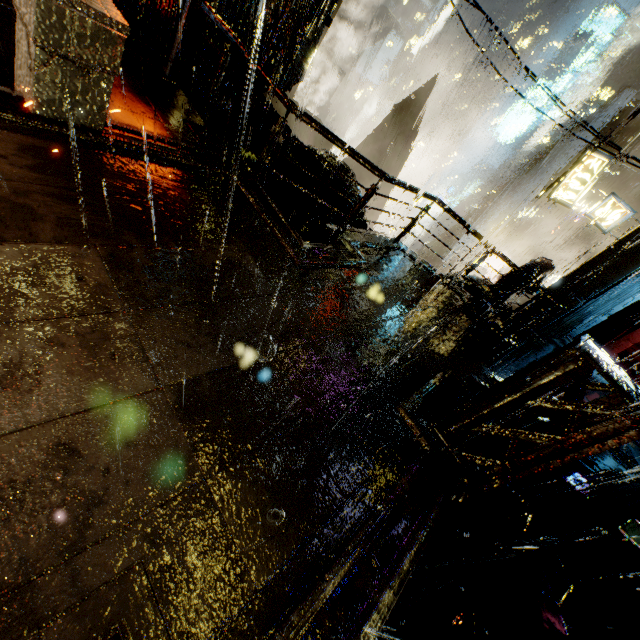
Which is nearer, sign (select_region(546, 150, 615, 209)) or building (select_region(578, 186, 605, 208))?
sign (select_region(546, 150, 615, 209))

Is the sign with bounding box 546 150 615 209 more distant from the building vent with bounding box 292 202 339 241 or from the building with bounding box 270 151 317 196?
the building vent with bounding box 292 202 339 241

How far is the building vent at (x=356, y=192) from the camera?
14.1m

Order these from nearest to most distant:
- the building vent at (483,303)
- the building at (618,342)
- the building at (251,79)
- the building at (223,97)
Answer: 1. the building at (251,79)
2. the building at (223,97)
3. the building at (618,342)
4. the building vent at (483,303)

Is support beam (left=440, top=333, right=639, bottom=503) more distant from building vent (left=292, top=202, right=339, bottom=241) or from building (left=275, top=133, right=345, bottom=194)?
building vent (left=292, top=202, right=339, bottom=241)

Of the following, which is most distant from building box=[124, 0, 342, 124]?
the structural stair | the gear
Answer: the gear

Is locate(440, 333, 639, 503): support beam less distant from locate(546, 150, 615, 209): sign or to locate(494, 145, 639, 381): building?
locate(494, 145, 639, 381): building

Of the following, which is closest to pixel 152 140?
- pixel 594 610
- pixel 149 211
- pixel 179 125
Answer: pixel 179 125
